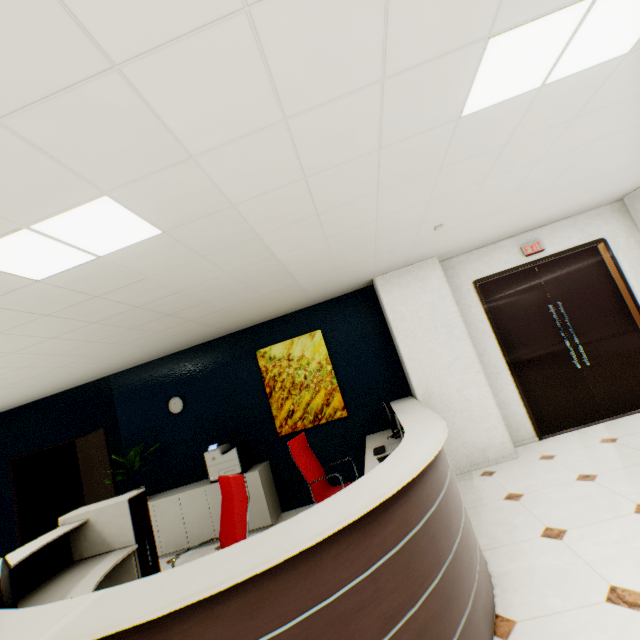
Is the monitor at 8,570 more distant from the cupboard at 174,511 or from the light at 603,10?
the light at 603,10

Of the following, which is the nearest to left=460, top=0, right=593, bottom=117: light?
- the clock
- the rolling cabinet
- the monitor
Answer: the monitor

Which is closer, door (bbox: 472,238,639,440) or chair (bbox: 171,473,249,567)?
chair (bbox: 171,473,249,567)

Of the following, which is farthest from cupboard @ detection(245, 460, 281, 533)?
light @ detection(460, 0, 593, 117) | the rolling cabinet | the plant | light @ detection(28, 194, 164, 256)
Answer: light @ detection(460, 0, 593, 117)

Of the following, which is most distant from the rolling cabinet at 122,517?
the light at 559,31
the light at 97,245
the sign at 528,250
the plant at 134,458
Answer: the sign at 528,250

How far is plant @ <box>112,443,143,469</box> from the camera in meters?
4.9

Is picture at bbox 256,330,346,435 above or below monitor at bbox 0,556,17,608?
above

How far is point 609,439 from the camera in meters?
4.0 m
